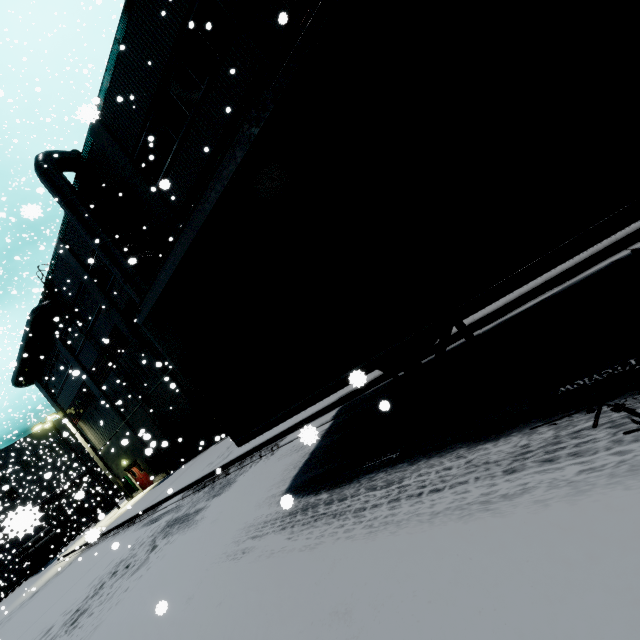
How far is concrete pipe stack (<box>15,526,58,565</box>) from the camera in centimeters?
3161cm

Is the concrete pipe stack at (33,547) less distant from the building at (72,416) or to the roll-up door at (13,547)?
the roll-up door at (13,547)

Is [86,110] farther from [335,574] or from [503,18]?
[335,574]

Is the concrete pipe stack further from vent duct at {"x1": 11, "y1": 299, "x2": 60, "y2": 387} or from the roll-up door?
vent duct at {"x1": 11, "y1": 299, "x2": 60, "y2": 387}

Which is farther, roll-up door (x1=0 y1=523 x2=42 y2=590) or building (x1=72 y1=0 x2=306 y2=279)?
roll-up door (x1=0 y1=523 x2=42 y2=590)

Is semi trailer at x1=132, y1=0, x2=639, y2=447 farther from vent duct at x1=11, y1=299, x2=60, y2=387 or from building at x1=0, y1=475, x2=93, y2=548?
vent duct at x1=11, y1=299, x2=60, y2=387

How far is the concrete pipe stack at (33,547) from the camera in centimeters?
3161cm
